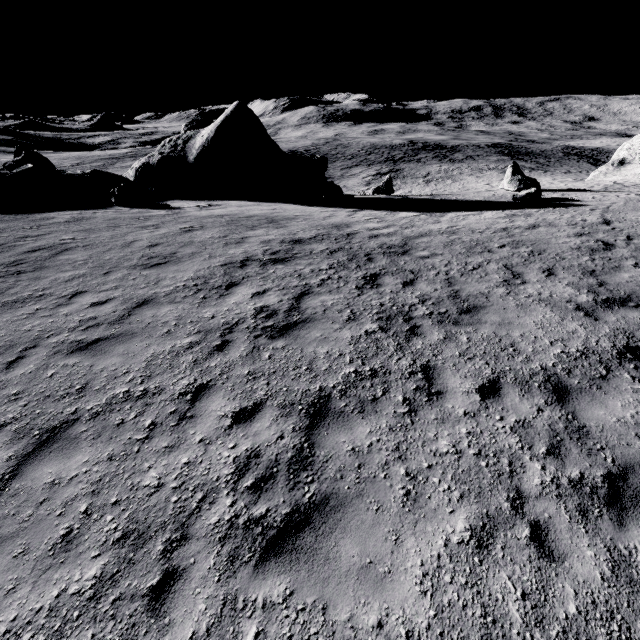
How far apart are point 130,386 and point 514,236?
13.05m

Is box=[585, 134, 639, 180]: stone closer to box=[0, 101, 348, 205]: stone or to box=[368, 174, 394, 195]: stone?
box=[368, 174, 394, 195]: stone

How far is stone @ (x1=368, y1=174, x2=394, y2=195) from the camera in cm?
2395

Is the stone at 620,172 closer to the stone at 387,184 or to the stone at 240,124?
the stone at 387,184

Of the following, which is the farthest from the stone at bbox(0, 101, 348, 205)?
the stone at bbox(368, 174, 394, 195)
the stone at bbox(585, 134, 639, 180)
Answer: the stone at bbox(585, 134, 639, 180)

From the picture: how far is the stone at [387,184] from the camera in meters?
24.0 m
